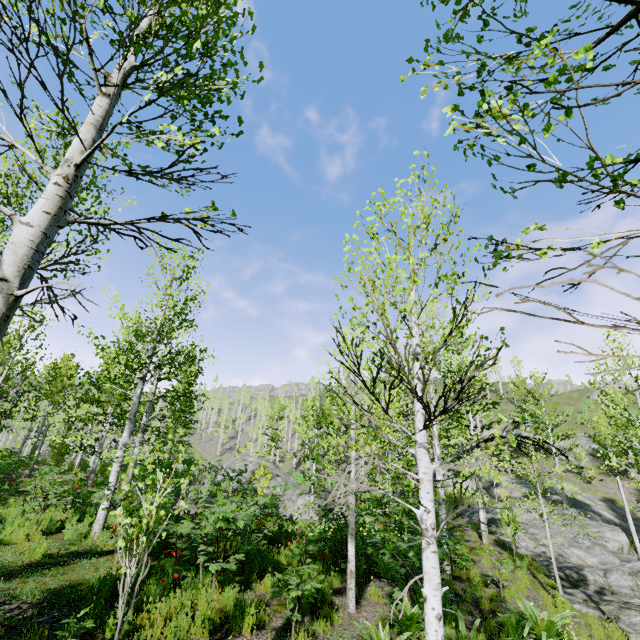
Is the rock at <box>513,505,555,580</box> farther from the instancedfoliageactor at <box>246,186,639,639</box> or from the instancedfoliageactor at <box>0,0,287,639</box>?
the instancedfoliageactor at <box>246,186,639,639</box>

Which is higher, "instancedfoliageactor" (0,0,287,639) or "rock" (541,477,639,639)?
"instancedfoliageactor" (0,0,287,639)

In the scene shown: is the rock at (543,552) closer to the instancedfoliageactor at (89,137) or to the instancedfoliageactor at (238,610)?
the instancedfoliageactor at (89,137)

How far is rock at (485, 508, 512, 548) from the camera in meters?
17.1 m

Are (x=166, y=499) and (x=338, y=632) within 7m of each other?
yes

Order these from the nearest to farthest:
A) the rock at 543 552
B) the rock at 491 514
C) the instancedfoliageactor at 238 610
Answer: the instancedfoliageactor at 238 610 → the rock at 543 552 → the rock at 491 514

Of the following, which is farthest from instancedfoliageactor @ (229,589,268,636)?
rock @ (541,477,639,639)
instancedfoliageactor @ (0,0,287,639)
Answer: instancedfoliageactor @ (0,0,287,639)
